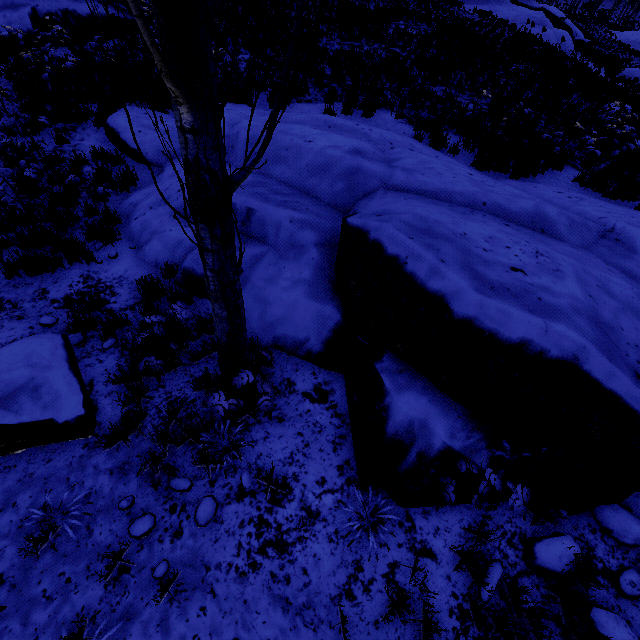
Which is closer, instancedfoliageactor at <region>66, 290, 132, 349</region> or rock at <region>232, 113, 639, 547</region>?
rock at <region>232, 113, 639, 547</region>

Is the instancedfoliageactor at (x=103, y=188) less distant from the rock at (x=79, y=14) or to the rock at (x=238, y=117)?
the rock at (x=238, y=117)

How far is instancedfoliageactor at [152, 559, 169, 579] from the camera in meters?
3.0

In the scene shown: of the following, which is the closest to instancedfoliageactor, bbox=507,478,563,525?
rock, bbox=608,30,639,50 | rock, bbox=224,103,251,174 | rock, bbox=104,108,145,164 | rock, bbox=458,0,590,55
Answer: rock, bbox=224,103,251,174

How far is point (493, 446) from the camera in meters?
3.4 m

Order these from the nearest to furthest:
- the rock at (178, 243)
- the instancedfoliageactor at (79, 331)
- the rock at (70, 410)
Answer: the rock at (70, 410)
the instancedfoliageactor at (79, 331)
the rock at (178, 243)

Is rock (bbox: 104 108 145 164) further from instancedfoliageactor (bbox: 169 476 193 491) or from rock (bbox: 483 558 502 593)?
instancedfoliageactor (bbox: 169 476 193 491)

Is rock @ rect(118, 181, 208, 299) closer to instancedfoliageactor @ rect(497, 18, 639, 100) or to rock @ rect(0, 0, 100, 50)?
instancedfoliageactor @ rect(497, 18, 639, 100)
